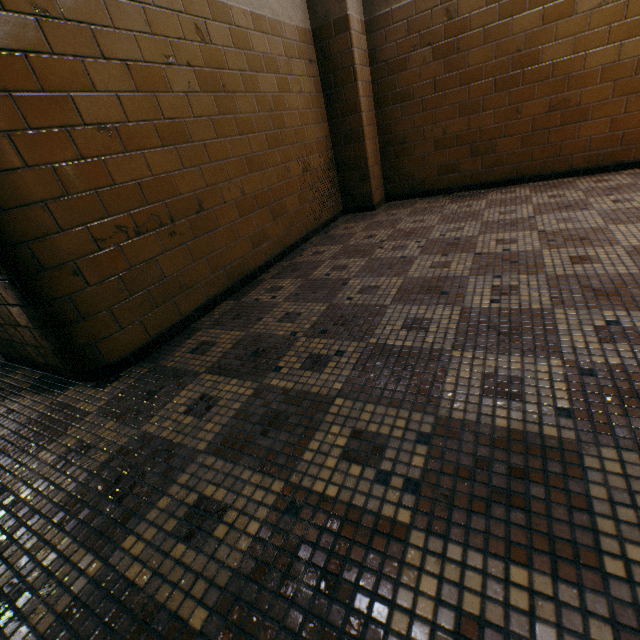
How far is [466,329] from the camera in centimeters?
156cm
